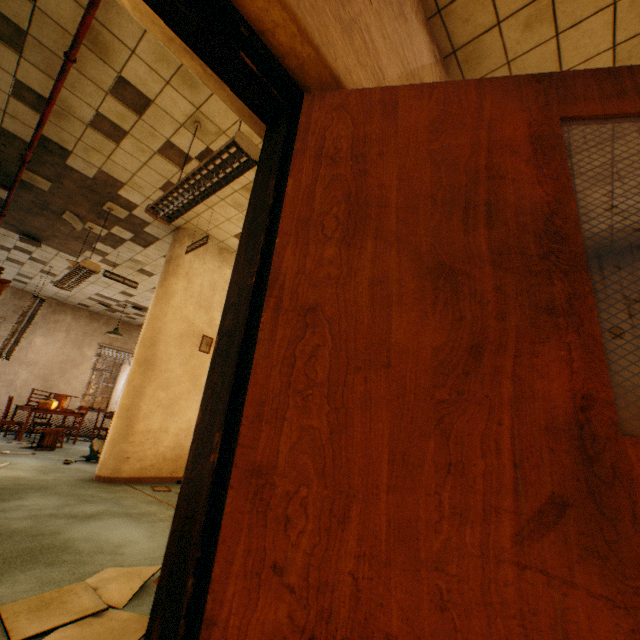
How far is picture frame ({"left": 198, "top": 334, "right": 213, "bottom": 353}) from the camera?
5.4m

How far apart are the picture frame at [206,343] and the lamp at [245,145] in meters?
2.5 m

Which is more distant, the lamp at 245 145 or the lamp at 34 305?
the lamp at 34 305

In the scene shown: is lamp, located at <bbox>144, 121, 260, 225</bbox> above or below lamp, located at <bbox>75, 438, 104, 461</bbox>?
above

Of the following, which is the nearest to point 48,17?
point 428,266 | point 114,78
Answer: point 114,78

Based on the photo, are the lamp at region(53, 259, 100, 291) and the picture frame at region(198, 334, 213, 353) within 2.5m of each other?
yes

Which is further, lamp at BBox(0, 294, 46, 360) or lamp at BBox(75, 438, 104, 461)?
lamp at BBox(0, 294, 46, 360)

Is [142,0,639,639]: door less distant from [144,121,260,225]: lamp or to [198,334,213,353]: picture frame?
[144,121,260,225]: lamp
